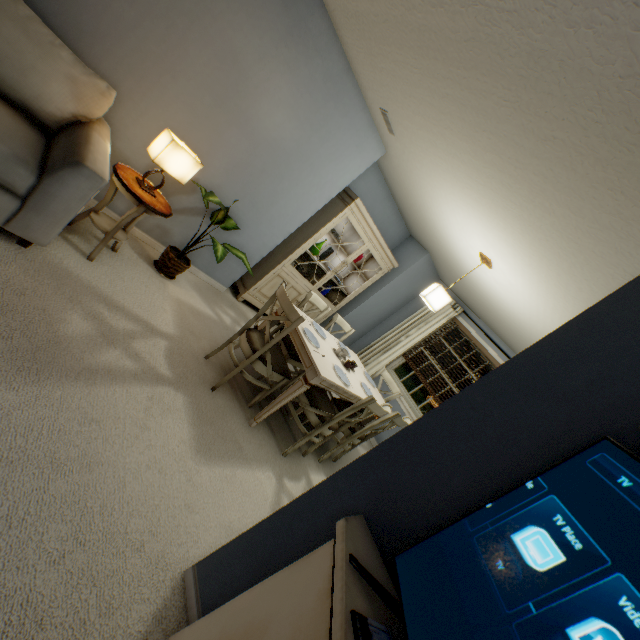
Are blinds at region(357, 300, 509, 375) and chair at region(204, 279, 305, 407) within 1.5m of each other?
no

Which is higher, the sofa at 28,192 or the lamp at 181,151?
the lamp at 181,151

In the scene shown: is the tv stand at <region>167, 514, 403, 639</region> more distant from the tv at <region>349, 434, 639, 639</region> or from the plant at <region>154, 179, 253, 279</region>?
the plant at <region>154, 179, 253, 279</region>

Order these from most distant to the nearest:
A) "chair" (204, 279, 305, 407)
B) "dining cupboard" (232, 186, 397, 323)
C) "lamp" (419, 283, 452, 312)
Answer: "dining cupboard" (232, 186, 397, 323) < "lamp" (419, 283, 452, 312) < "chair" (204, 279, 305, 407)

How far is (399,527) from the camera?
1.1 meters

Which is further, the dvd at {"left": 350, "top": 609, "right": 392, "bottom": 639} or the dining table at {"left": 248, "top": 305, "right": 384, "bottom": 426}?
the dining table at {"left": 248, "top": 305, "right": 384, "bottom": 426}

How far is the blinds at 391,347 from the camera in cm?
514

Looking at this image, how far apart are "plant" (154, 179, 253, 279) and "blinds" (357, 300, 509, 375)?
3.1m
